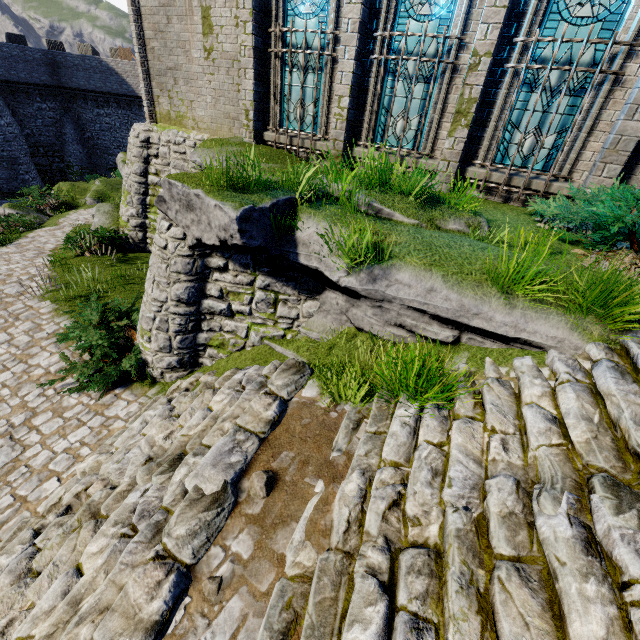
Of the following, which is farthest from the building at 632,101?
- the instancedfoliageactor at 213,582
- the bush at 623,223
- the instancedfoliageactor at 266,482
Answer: the instancedfoliageactor at 266,482

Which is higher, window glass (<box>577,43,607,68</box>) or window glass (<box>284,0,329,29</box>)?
window glass (<box>284,0,329,29</box>)

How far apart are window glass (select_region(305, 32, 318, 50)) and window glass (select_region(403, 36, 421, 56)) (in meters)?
1.54

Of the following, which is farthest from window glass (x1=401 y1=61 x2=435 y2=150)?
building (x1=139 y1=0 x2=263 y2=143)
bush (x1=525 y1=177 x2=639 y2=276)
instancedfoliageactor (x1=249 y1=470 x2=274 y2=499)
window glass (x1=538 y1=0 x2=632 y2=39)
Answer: instancedfoliageactor (x1=249 y1=470 x2=274 y2=499)

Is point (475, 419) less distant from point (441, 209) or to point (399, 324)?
point (399, 324)

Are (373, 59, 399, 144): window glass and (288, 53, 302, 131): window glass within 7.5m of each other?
yes

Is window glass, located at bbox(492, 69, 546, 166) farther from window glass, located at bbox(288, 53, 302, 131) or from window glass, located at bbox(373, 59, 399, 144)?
window glass, located at bbox(288, 53, 302, 131)

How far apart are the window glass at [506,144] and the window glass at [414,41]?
1.5m
